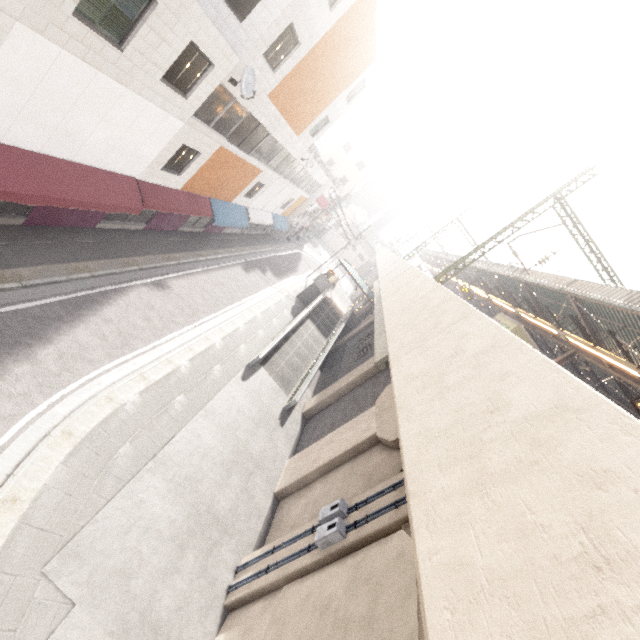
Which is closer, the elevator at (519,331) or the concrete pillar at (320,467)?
the concrete pillar at (320,467)

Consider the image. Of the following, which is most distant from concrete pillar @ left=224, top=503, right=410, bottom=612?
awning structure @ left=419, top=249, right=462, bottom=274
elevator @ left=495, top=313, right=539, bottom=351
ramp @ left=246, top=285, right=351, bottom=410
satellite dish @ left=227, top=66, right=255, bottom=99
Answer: satellite dish @ left=227, top=66, right=255, bottom=99

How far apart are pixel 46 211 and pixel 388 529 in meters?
14.6 m

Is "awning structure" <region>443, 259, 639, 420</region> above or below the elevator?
→ above

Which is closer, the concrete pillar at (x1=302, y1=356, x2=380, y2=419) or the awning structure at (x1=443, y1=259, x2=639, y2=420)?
the awning structure at (x1=443, y1=259, x2=639, y2=420)

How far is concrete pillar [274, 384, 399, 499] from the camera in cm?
1141

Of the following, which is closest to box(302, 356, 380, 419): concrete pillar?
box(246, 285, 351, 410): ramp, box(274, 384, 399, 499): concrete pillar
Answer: box(274, 384, 399, 499): concrete pillar

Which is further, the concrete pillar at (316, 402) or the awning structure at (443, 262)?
the awning structure at (443, 262)
